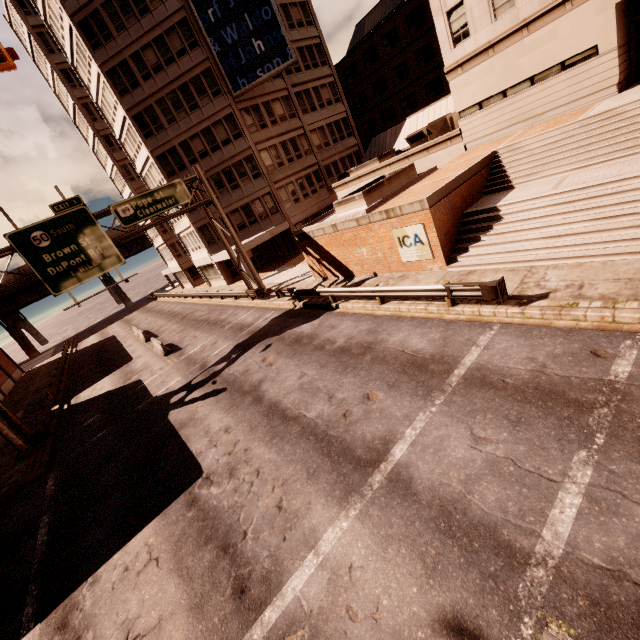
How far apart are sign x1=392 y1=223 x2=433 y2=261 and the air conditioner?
12.7m

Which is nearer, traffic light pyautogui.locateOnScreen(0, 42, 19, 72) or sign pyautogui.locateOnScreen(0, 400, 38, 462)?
traffic light pyautogui.locateOnScreen(0, 42, 19, 72)

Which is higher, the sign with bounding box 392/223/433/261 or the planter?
the planter

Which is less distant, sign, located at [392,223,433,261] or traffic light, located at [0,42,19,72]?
traffic light, located at [0,42,19,72]

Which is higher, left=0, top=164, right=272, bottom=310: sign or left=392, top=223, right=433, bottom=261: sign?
left=0, top=164, right=272, bottom=310: sign

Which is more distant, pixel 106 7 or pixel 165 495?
pixel 106 7

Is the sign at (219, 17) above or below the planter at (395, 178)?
above

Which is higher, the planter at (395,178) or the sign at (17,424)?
the planter at (395,178)
